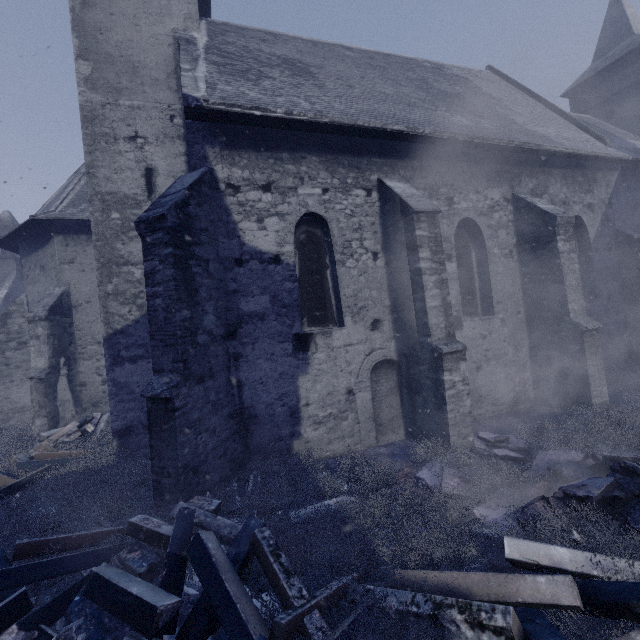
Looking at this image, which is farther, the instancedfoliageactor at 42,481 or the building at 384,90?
the building at 384,90

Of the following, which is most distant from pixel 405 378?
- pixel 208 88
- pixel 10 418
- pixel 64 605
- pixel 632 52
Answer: pixel 632 52

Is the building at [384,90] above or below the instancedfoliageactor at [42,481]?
above

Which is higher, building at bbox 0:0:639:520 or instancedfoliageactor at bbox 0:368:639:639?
building at bbox 0:0:639:520

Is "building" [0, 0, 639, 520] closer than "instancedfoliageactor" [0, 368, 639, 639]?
No
